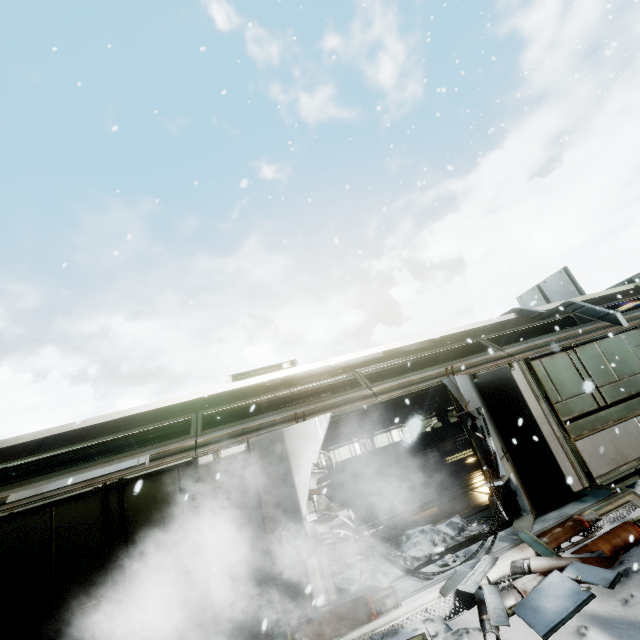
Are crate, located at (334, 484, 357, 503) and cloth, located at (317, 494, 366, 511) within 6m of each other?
yes

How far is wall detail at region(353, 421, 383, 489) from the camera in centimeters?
1309cm

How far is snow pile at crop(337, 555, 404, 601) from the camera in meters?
4.6 m

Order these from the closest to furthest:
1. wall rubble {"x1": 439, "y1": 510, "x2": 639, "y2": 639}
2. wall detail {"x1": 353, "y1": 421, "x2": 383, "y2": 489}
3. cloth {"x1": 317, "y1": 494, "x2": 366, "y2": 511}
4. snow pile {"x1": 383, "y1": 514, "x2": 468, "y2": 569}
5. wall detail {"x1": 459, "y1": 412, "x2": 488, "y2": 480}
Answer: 1. wall rubble {"x1": 439, "y1": 510, "x2": 639, "y2": 639}
2. snow pile {"x1": 383, "y1": 514, "x2": 468, "y2": 569}
3. wall detail {"x1": 459, "y1": 412, "x2": 488, "y2": 480}
4. cloth {"x1": 317, "y1": 494, "x2": 366, "y2": 511}
5. wall detail {"x1": 353, "y1": 421, "x2": 383, "y2": 489}

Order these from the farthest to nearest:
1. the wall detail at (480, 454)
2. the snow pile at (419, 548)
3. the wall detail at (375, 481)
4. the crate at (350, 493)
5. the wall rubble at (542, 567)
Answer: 1. the wall detail at (375, 481)
2. the crate at (350, 493)
3. the wall detail at (480, 454)
4. the snow pile at (419, 548)
5. the wall rubble at (542, 567)

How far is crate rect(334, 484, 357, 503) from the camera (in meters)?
12.06

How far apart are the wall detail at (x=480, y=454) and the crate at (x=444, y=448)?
7.2m

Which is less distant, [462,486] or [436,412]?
[462,486]
